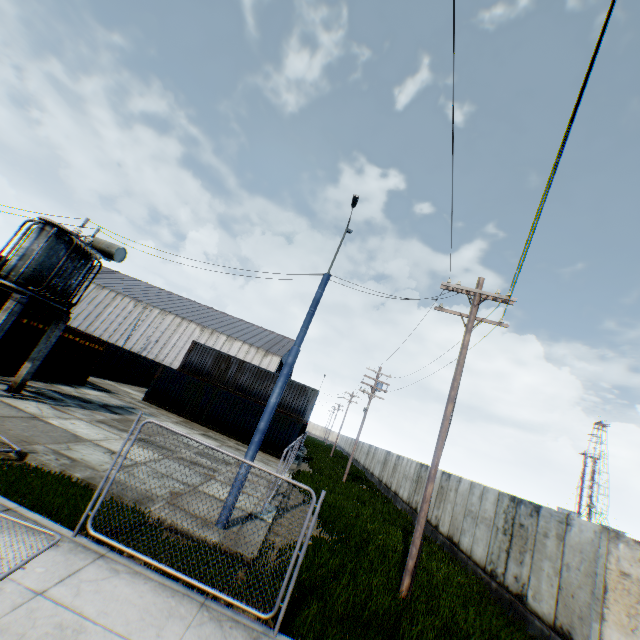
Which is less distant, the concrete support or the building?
the concrete support

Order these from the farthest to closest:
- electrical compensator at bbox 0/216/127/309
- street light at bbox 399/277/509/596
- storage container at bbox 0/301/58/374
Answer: storage container at bbox 0/301/58/374 → electrical compensator at bbox 0/216/127/309 → street light at bbox 399/277/509/596

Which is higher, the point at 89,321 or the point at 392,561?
the point at 89,321

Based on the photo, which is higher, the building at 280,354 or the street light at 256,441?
the building at 280,354

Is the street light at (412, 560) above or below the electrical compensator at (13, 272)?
below

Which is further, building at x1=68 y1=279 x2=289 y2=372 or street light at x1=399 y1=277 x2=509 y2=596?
building at x1=68 y1=279 x2=289 y2=372

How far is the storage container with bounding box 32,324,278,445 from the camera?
18.95m

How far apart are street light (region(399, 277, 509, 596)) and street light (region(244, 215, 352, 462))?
3.7 meters
